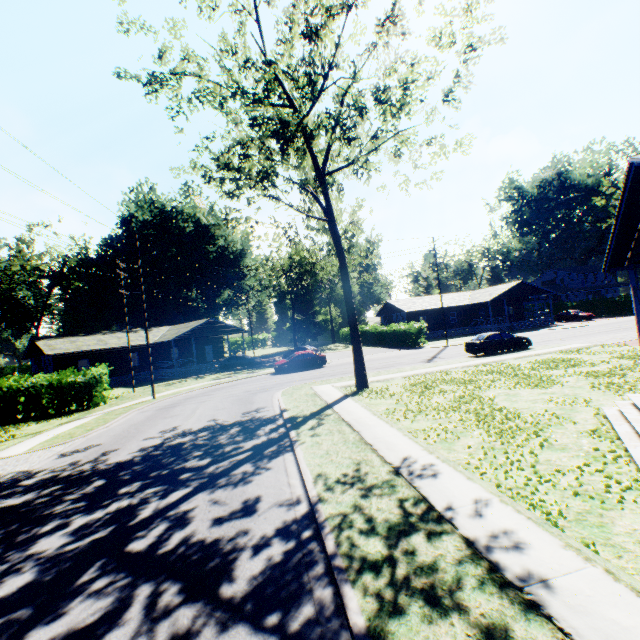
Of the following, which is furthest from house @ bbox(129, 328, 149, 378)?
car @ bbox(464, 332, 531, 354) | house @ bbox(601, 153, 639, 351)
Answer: house @ bbox(601, 153, 639, 351)

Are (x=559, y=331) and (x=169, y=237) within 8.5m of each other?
no

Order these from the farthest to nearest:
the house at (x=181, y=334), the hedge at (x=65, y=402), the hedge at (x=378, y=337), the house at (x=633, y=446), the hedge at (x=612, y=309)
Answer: the hedge at (x=612, y=309) → the house at (x=181, y=334) → the hedge at (x=378, y=337) → the hedge at (x=65, y=402) → the house at (x=633, y=446)

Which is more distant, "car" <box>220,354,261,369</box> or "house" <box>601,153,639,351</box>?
"car" <box>220,354,261,369</box>

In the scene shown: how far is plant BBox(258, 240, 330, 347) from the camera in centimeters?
4819cm

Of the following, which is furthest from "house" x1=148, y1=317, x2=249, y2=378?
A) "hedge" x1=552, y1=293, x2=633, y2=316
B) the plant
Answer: "hedge" x1=552, y1=293, x2=633, y2=316

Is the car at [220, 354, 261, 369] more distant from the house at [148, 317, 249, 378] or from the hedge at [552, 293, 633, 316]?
the hedge at [552, 293, 633, 316]

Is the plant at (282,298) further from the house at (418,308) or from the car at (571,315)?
the car at (571,315)
